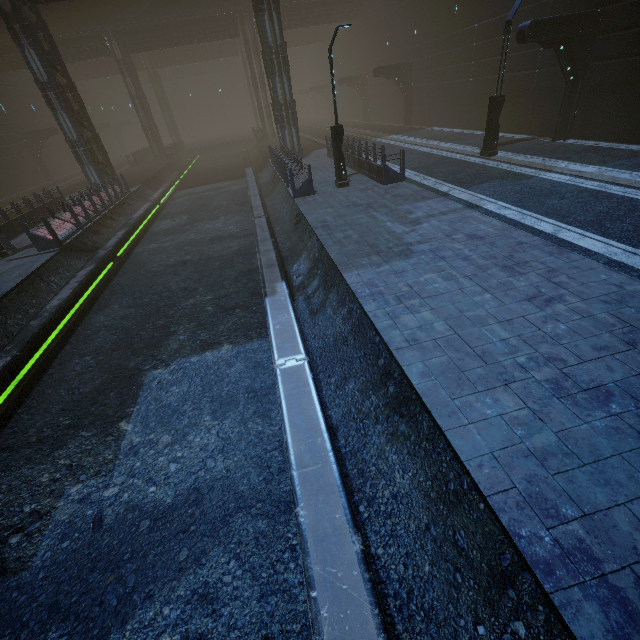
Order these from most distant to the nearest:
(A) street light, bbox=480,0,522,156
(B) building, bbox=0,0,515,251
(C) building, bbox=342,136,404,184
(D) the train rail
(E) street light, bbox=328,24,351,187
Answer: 1. (B) building, bbox=0,0,515,251
2. (C) building, bbox=342,136,404,184
3. (A) street light, bbox=480,0,522,156
4. (E) street light, bbox=328,24,351,187
5. (D) the train rail

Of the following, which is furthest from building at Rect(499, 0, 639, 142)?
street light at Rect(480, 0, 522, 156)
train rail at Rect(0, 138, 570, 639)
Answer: street light at Rect(480, 0, 522, 156)

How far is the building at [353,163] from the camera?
13.93m

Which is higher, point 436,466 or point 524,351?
point 524,351

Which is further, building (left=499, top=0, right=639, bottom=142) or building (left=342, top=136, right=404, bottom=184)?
building (left=342, top=136, right=404, bottom=184)

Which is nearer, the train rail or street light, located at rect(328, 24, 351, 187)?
the train rail

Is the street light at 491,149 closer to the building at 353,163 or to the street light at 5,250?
the building at 353,163

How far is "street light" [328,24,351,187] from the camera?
12.2 meters
